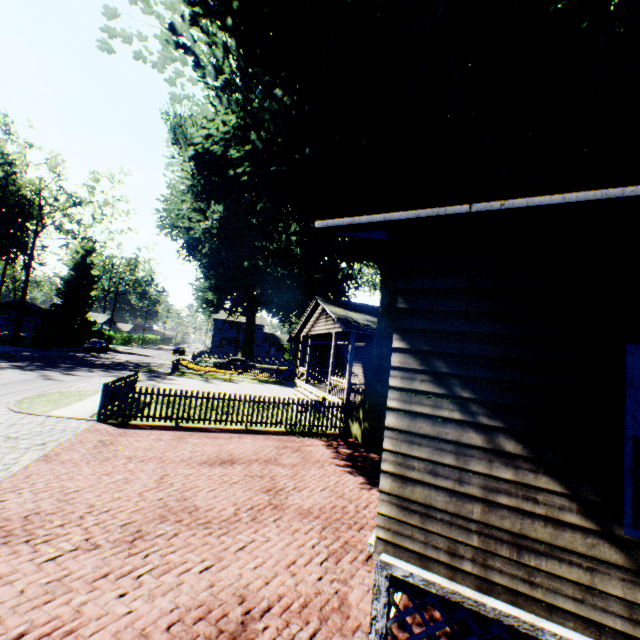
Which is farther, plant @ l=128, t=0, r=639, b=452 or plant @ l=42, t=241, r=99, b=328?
plant @ l=42, t=241, r=99, b=328

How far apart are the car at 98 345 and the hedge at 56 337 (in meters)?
2.74

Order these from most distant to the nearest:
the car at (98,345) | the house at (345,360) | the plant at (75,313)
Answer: the plant at (75,313) → the car at (98,345) → the house at (345,360)

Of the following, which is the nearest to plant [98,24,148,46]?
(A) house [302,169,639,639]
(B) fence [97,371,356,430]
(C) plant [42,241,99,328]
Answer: (A) house [302,169,639,639]

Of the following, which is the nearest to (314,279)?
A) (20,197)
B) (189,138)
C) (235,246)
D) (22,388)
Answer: (235,246)

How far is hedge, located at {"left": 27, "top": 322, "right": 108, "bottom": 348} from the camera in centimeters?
3756cm

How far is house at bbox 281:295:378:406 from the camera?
15.11m

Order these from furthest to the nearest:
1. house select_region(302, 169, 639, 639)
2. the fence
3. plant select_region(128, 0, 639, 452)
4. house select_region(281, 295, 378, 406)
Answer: house select_region(281, 295, 378, 406), the fence, plant select_region(128, 0, 639, 452), house select_region(302, 169, 639, 639)
